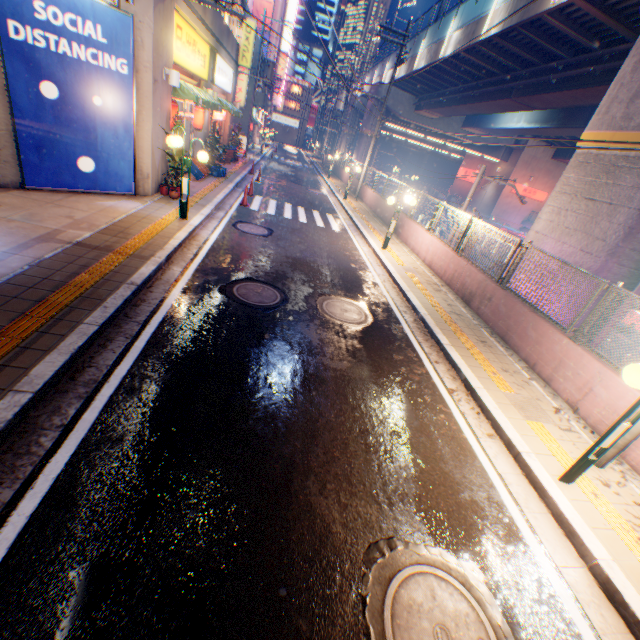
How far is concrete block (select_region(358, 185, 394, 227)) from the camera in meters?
17.3 m

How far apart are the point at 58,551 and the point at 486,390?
6.14m

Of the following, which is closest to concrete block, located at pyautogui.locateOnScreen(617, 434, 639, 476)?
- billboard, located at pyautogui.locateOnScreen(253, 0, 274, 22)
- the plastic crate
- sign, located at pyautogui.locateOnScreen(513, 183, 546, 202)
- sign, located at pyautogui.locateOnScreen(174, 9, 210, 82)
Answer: the plastic crate

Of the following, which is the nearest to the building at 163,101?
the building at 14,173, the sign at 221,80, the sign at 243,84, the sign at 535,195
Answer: the sign at 221,80

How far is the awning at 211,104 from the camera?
10.86m

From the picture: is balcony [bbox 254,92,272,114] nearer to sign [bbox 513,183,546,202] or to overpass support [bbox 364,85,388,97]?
overpass support [bbox 364,85,388,97]

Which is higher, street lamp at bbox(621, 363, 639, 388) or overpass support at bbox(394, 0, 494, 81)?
overpass support at bbox(394, 0, 494, 81)

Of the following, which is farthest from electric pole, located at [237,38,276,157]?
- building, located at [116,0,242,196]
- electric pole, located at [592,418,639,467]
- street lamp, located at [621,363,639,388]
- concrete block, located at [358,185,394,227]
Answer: street lamp, located at [621,363,639,388]
